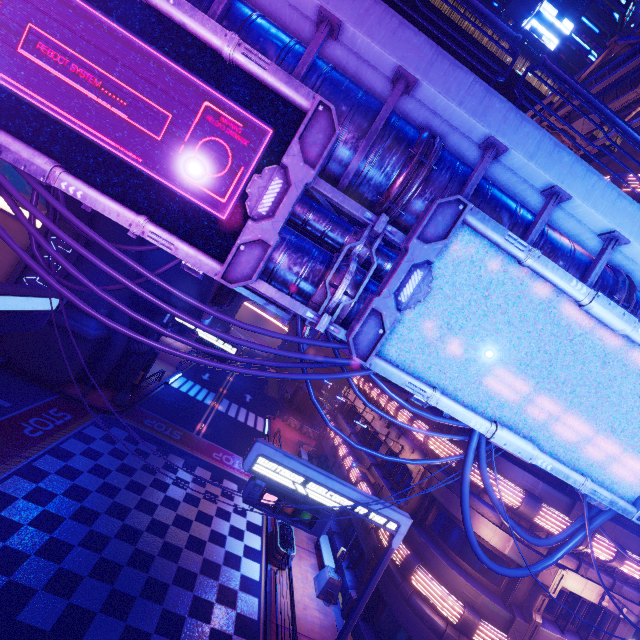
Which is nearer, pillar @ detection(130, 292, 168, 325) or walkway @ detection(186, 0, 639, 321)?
A: walkway @ detection(186, 0, 639, 321)

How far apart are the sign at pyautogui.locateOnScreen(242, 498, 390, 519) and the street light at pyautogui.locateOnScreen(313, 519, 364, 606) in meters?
5.0

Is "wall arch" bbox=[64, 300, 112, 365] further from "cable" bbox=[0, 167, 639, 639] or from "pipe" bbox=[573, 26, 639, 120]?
"pipe" bbox=[573, 26, 639, 120]

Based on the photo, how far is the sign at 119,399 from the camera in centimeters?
2117cm

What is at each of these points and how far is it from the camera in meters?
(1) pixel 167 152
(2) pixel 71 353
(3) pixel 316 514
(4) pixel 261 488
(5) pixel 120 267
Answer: (1) sign, 4.7 m
(2) wall arch, 19.4 m
(3) sign, 8.9 m
(4) sign, 8.8 m
(5) wall arch, 20.0 m

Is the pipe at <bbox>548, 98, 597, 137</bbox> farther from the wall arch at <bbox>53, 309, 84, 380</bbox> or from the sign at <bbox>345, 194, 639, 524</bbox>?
the wall arch at <bbox>53, 309, 84, 380</bbox>

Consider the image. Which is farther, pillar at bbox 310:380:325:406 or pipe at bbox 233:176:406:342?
pillar at bbox 310:380:325:406

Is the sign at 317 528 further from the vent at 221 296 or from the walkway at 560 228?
the vent at 221 296
